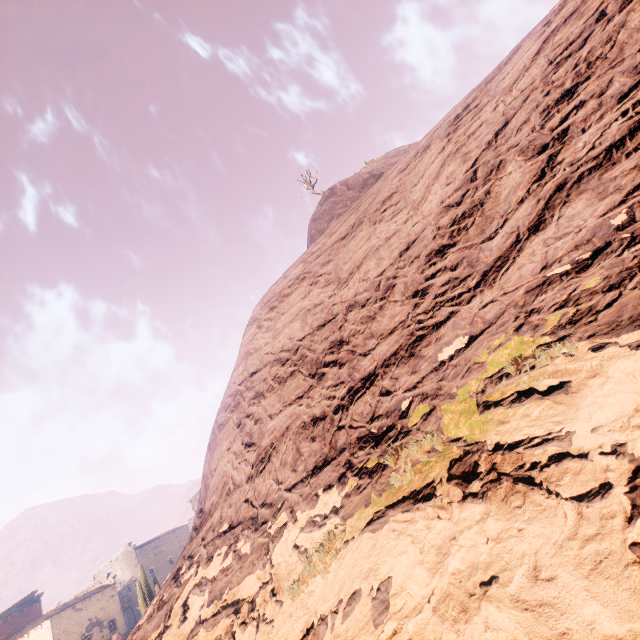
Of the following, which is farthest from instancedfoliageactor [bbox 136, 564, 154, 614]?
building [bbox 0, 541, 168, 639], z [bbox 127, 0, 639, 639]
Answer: building [bbox 0, 541, 168, 639]

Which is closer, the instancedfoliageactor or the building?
the instancedfoliageactor

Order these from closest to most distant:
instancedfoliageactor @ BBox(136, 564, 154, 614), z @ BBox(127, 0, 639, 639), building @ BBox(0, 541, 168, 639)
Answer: z @ BBox(127, 0, 639, 639)
instancedfoliageactor @ BBox(136, 564, 154, 614)
building @ BBox(0, 541, 168, 639)

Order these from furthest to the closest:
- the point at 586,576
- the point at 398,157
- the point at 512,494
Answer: the point at 398,157 < the point at 512,494 < the point at 586,576

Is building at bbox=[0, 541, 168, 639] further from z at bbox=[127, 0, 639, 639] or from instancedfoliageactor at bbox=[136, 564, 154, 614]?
instancedfoliageactor at bbox=[136, 564, 154, 614]

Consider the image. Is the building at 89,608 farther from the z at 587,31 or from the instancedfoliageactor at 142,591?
the instancedfoliageactor at 142,591

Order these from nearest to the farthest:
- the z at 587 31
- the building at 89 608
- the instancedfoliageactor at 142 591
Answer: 1. the z at 587 31
2. the instancedfoliageactor at 142 591
3. the building at 89 608

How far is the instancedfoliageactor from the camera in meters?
21.3 m
